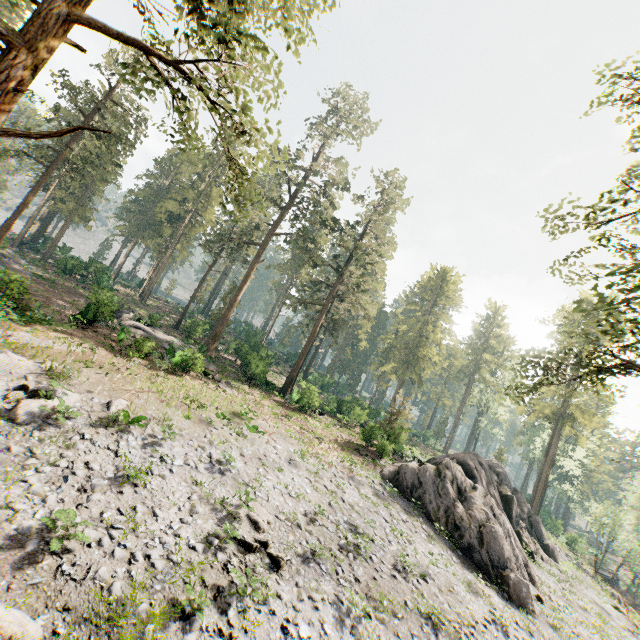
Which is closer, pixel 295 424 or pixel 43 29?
pixel 43 29

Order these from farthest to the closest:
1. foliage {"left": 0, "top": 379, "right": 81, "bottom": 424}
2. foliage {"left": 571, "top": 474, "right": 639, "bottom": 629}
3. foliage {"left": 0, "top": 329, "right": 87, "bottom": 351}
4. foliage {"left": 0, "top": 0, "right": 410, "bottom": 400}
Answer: foliage {"left": 571, "top": 474, "right": 639, "bottom": 629}, foliage {"left": 0, "top": 329, "right": 87, "bottom": 351}, foliage {"left": 0, "top": 379, "right": 81, "bottom": 424}, foliage {"left": 0, "top": 0, "right": 410, "bottom": 400}

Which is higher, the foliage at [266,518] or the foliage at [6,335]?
the foliage at [6,335]

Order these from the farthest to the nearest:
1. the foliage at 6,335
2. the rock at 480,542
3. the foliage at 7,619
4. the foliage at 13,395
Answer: the rock at 480,542 < the foliage at 6,335 < the foliage at 13,395 < the foliage at 7,619

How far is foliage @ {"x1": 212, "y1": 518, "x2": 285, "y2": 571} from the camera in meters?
11.5 m

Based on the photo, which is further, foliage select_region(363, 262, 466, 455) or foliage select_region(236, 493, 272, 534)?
foliage select_region(363, 262, 466, 455)
